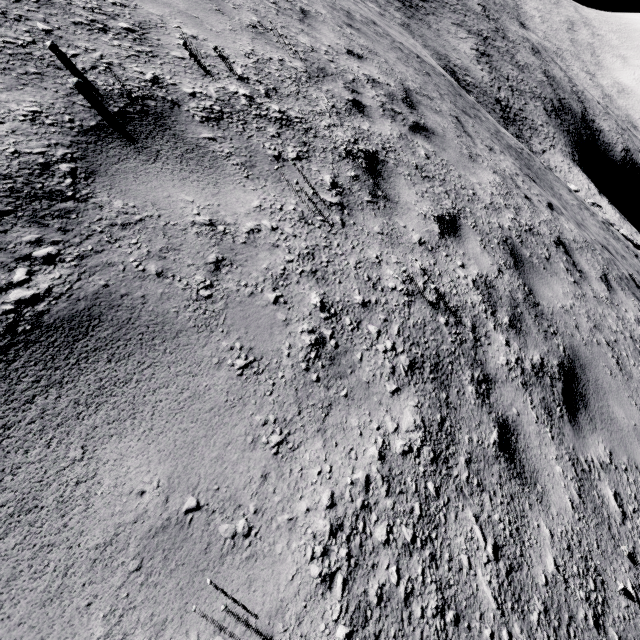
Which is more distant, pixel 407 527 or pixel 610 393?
pixel 610 393
